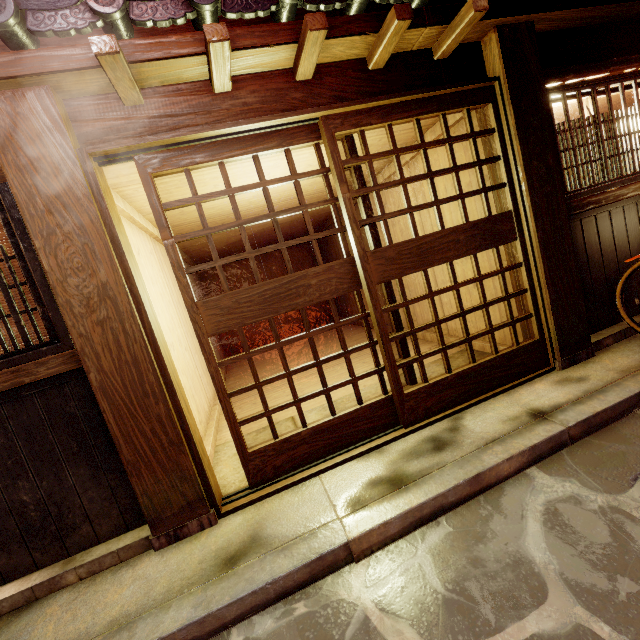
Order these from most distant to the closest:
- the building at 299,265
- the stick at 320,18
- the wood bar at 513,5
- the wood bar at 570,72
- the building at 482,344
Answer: the building at 299,265 < the building at 482,344 < the wood bar at 570,72 < the wood bar at 513,5 < the stick at 320,18

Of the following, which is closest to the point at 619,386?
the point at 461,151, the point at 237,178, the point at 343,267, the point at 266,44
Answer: the point at 343,267

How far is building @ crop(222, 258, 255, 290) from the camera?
18.16m

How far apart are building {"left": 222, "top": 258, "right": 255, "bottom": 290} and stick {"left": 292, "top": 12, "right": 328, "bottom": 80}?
14.0m

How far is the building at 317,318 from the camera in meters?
19.4

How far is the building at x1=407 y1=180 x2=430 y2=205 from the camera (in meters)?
8.27
